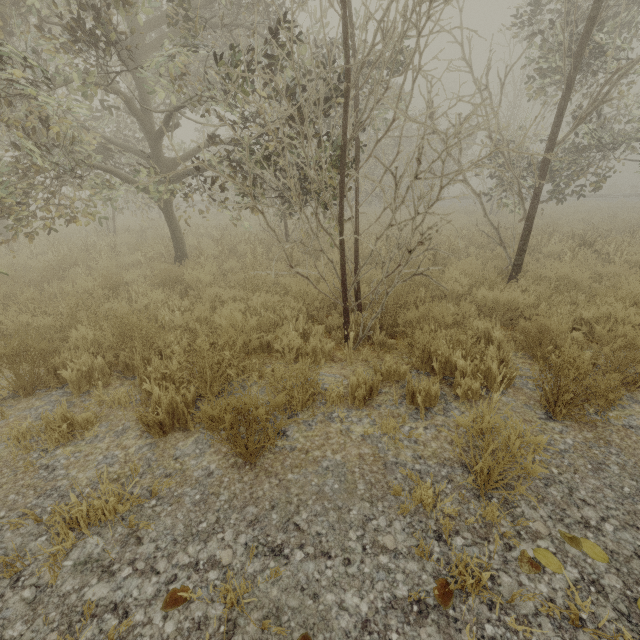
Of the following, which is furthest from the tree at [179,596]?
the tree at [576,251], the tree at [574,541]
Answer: the tree at [574,541]

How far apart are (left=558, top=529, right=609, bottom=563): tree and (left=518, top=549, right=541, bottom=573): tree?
0.2m

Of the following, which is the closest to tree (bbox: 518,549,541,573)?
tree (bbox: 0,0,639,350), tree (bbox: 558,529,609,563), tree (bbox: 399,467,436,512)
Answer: tree (bbox: 558,529,609,563)

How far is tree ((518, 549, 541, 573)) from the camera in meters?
1.8

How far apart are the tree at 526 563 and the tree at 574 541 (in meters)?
0.24

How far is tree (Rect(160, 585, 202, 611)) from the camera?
1.7m

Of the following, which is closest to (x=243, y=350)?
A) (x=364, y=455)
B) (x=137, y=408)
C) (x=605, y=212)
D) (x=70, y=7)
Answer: (x=137, y=408)
